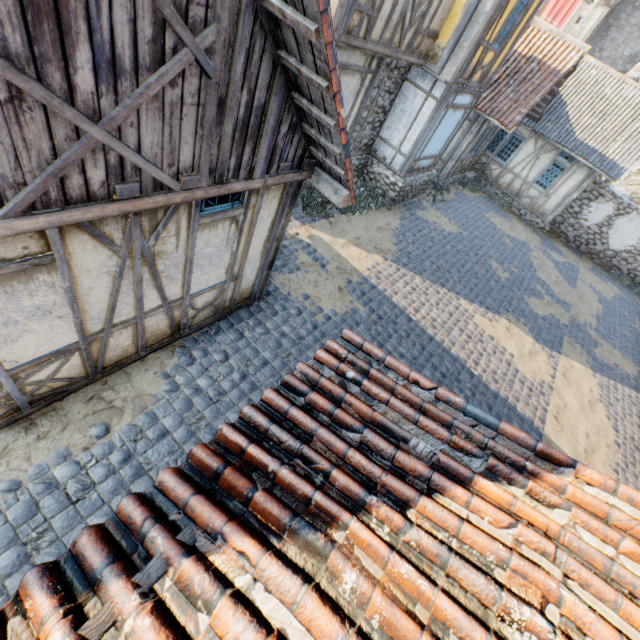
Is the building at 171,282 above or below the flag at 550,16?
below

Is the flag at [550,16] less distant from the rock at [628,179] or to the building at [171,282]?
the rock at [628,179]

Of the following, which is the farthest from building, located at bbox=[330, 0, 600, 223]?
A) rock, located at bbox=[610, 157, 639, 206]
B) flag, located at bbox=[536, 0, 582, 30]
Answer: rock, located at bbox=[610, 157, 639, 206]

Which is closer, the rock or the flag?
the rock

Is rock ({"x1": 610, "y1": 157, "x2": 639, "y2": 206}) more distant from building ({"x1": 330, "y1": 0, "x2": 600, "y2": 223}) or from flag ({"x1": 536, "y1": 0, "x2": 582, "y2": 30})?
building ({"x1": 330, "y1": 0, "x2": 600, "y2": 223})

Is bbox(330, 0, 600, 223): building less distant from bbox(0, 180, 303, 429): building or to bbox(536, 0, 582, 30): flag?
bbox(0, 180, 303, 429): building

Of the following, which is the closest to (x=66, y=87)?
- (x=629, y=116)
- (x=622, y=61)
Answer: (x=629, y=116)
